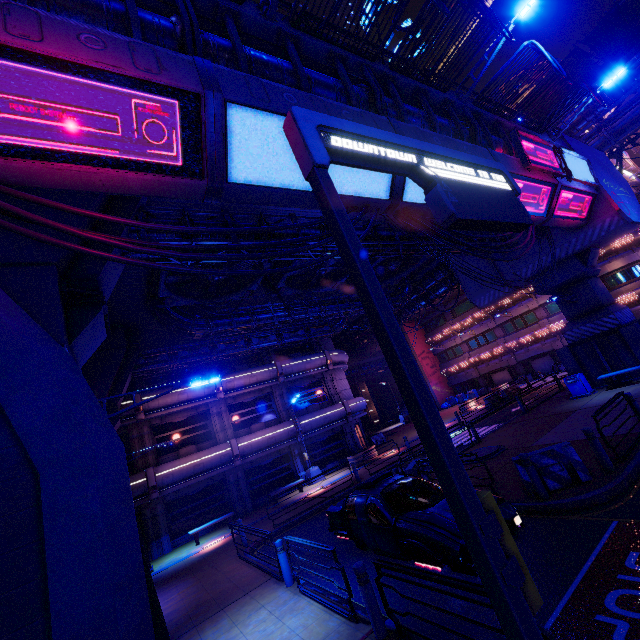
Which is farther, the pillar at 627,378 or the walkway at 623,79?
the walkway at 623,79

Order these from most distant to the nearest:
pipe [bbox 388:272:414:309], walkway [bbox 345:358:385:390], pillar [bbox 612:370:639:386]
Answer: walkway [bbox 345:358:385:390] → pipe [bbox 388:272:414:309] → pillar [bbox 612:370:639:386]

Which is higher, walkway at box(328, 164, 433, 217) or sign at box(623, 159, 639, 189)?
sign at box(623, 159, 639, 189)

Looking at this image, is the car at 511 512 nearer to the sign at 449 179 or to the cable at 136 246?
the sign at 449 179

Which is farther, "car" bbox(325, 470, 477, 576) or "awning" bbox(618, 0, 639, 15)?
"awning" bbox(618, 0, 639, 15)

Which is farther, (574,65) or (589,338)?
(574,65)

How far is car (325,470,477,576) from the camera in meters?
6.1 m

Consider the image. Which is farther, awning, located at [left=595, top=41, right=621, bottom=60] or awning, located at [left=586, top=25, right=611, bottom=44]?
awning, located at [left=595, top=41, right=621, bottom=60]
